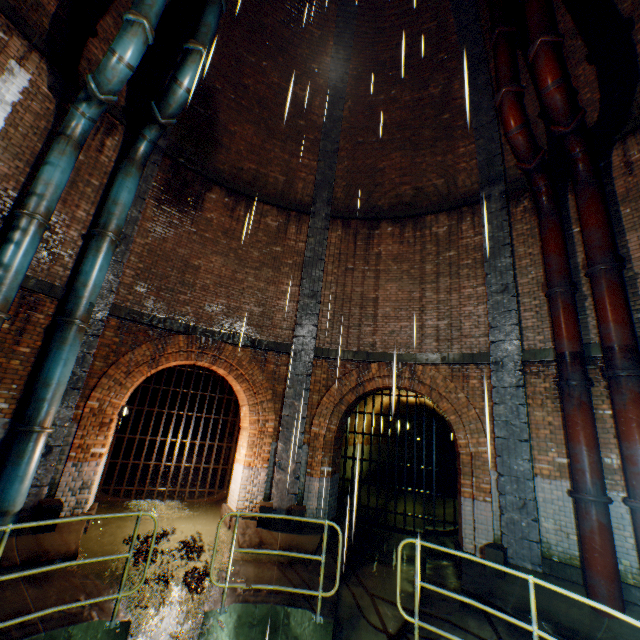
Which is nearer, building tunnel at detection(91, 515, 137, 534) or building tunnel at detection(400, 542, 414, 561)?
building tunnel at detection(91, 515, 137, 534)

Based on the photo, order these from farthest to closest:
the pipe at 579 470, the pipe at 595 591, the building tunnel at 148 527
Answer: the building tunnel at 148 527 < the pipe at 579 470 < the pipe at 595 591

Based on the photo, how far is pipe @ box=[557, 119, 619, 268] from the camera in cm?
659

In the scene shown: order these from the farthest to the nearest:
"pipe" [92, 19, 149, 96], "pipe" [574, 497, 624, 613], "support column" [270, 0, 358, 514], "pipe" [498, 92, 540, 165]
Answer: "support column" [270, 0, 358, 514]
"pipe" [498, 92, 540, 165]
"pipe" [92, 19, 149, 96]
"pipe" [574, 497, 624, 613]

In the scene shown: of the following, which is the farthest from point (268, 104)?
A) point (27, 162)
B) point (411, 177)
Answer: point (27, 162)

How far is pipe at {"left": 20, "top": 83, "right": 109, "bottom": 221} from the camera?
6.4m

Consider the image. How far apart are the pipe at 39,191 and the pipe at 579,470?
10.8 meters

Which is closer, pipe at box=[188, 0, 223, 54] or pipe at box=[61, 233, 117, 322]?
pipe at box=[61, 233, 117, 322]
